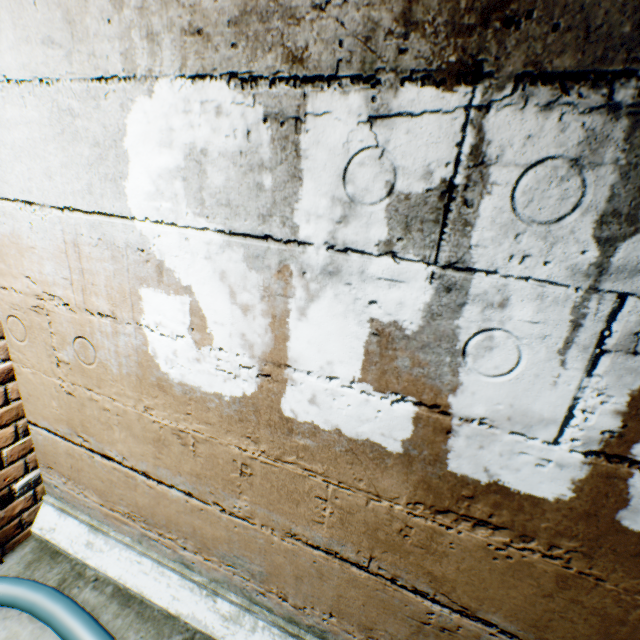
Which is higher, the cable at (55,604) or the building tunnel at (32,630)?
the cable at (55,604)

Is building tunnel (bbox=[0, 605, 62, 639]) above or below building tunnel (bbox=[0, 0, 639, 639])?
below

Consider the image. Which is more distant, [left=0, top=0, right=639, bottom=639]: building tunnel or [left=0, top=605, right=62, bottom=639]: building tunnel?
[left=0, top=605, right=62, bottom=639]: building tunnel

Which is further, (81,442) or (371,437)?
(81,442)

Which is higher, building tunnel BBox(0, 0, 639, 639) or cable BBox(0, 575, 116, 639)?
building tunnel BBox(0, 0, 639, 639)

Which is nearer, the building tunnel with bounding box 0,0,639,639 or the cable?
the building tunnel with bounding box 0,0,639,639
